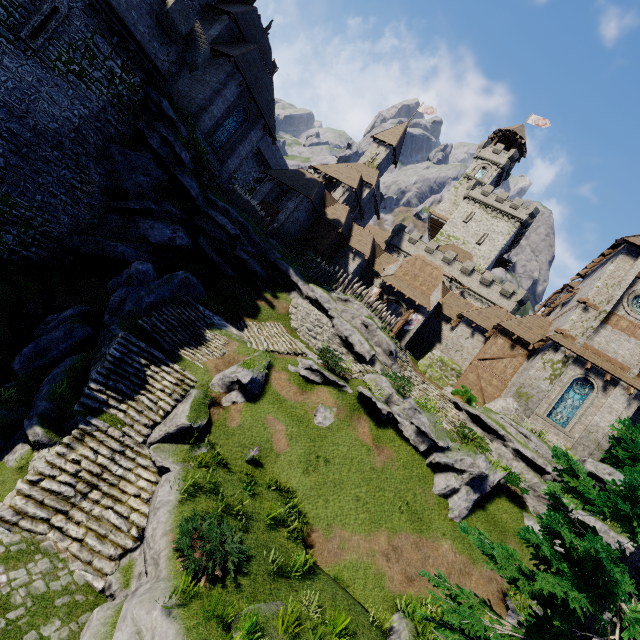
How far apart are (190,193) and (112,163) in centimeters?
468cm

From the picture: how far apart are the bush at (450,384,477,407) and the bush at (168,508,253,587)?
19.4 meters

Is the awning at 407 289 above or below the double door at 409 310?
above

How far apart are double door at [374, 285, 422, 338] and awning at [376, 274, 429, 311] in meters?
0.5 m

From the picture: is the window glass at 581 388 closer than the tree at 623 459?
No

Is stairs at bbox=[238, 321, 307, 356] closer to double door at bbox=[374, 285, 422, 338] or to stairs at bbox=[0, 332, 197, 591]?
stairs at bbox=[0, 332, 197, 591]

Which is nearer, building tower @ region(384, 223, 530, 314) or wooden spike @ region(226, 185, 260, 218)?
wooden spike @ region(226, 185, 260, 218)

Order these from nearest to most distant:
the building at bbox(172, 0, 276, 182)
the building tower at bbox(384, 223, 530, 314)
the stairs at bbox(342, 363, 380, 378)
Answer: the stairs at bbox(342, 363, 380, 378) → the building at bbox(172, 0, 276, 182) → the building tower at bbox(384, 223, 530, 314)
